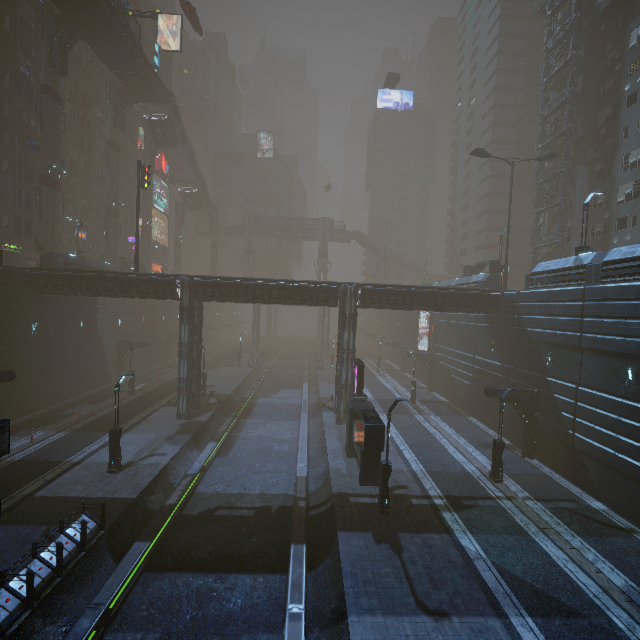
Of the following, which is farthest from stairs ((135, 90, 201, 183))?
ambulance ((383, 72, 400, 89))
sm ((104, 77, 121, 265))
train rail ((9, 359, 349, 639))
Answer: ambulance ((383, 72, 400, 89))

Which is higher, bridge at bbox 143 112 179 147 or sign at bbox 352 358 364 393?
bridge at bbox 143 112 179 147

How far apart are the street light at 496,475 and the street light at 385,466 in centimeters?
725cm

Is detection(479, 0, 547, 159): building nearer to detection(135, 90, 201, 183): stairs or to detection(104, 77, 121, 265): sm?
detection(104, 77, 121, 265): sm

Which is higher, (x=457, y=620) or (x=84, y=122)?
(x=84, y=122)

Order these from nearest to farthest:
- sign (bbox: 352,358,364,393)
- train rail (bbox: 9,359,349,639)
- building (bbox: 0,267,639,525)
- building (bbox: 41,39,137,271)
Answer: train rail (bbox: 9,359,349,639)
building (bbox: 0,267,639,525)
sign (bbox: 352,358,364,393)
building (bbox: 41,39,137,271)

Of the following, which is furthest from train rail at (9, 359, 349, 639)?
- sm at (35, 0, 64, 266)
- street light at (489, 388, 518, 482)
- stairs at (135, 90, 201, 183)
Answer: stairs at (135, 90, 201, 183)

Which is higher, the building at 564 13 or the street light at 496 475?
the building at 564 13
